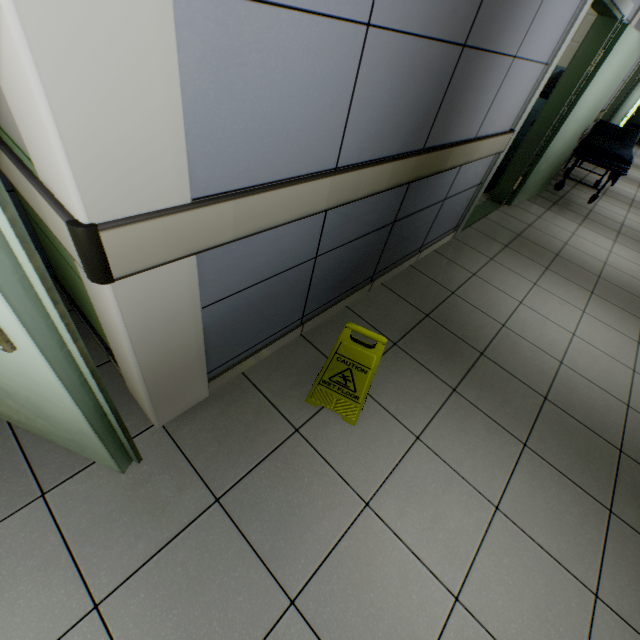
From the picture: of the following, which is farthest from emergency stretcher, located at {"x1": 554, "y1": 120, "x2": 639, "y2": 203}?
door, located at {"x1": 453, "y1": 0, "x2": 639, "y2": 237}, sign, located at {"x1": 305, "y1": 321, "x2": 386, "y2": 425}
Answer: sign, located at {"x1": 305, "y1": 321, "x2": 386, "y2": 425}

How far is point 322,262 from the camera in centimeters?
188cm

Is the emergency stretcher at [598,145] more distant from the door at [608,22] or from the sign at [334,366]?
the sign at [334,366]

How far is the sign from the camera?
1.5m

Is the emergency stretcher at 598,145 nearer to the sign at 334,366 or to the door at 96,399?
the sign at 334,366

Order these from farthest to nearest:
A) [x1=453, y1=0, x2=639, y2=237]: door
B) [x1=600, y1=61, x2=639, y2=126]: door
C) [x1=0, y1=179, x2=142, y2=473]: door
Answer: [x1=600, y1=61, x2=639, y2=126]: door, [x1=453, y1=0, x2=639, y2=237]: door, [x1=0, y1=179, x2=142, y2=473]: door

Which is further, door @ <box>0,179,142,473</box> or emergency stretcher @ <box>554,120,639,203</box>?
emergency stretcher @ <box>554,120,639,203</box>

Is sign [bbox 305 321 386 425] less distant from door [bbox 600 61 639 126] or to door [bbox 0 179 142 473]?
door [bbox 0 179 142 473]
